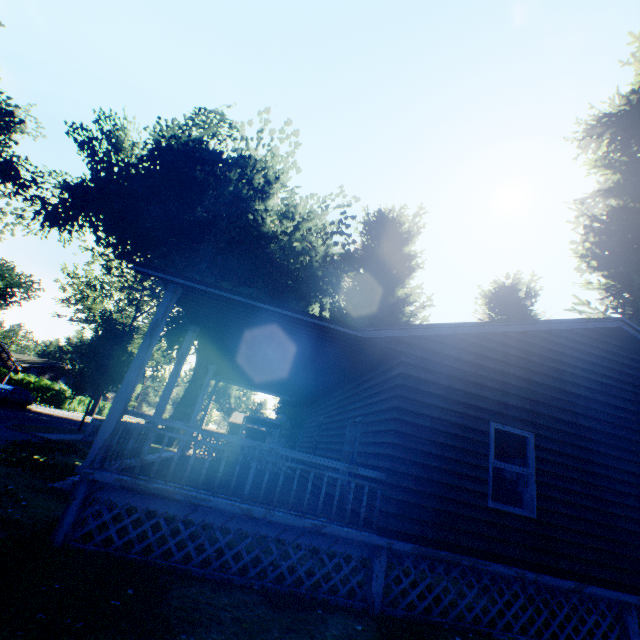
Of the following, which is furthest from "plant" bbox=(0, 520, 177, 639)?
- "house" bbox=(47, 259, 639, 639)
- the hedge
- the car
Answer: the car

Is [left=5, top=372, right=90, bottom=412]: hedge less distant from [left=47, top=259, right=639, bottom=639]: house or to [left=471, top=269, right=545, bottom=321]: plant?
[left=471, top=269, right=545, bottom=321]: plant

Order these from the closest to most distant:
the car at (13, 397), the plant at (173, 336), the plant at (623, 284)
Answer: the plant at (623, 284) → the car at (13, 397) → the plant at (173, 336)

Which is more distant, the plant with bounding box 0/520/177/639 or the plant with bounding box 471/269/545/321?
the plant with bounding box 471/269/545/321

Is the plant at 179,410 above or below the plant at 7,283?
below

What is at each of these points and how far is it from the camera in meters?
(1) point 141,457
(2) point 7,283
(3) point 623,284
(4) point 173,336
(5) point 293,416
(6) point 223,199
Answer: (1) house, 5.3
(2) plant, 43.7
(3) plant, 13.9
(4) plant, 39.9
(5) plant, 17.7
(6) plant, 24.6

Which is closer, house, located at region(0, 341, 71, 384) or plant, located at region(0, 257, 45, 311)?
house, located at region(0, 341, 71, 384)
